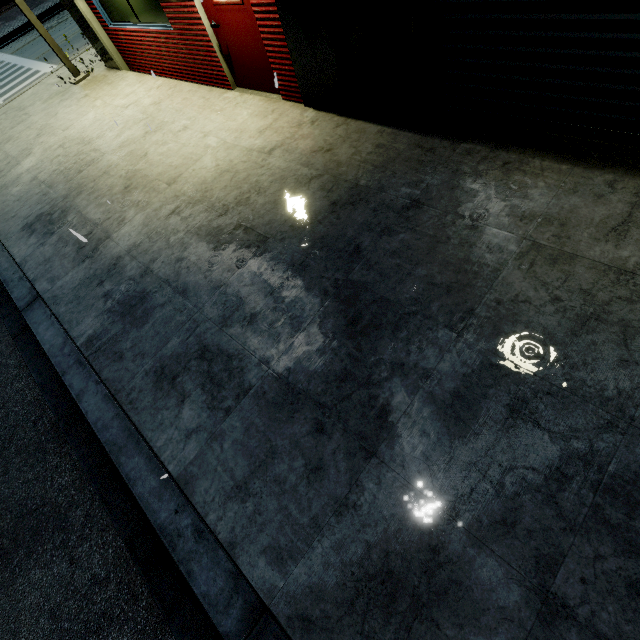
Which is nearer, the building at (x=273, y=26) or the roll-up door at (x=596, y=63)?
the roll-up door at (x=596, y=63)

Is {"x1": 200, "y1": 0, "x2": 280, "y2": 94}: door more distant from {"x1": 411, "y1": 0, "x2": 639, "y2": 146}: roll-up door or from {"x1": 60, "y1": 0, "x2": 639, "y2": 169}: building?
{"x1": 411, "y1": 0, "x2": 639, "y2": 146}: roll-up door

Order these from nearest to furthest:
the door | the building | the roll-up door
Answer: the roll-up door < the building < the door

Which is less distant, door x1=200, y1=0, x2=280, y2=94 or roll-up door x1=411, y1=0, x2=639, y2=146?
roll-up door x1=411, y1=0, x2=639, y2=146

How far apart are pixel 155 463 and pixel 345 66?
5.41m

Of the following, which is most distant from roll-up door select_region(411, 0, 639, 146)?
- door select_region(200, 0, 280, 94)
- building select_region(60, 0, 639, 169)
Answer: door select_region(200, 0, 280, 94)

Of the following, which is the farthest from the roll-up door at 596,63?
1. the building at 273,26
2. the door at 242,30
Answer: the door at 242,30
